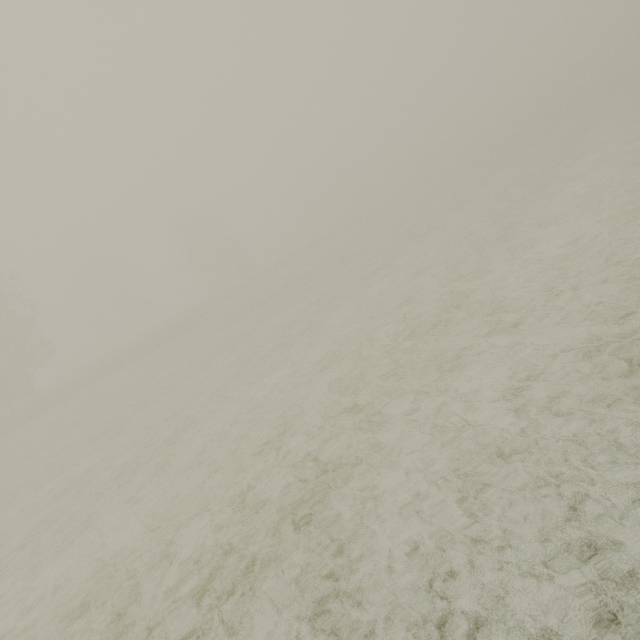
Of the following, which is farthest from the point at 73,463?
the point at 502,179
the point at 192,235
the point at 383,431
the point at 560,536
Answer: the point at 192,235
